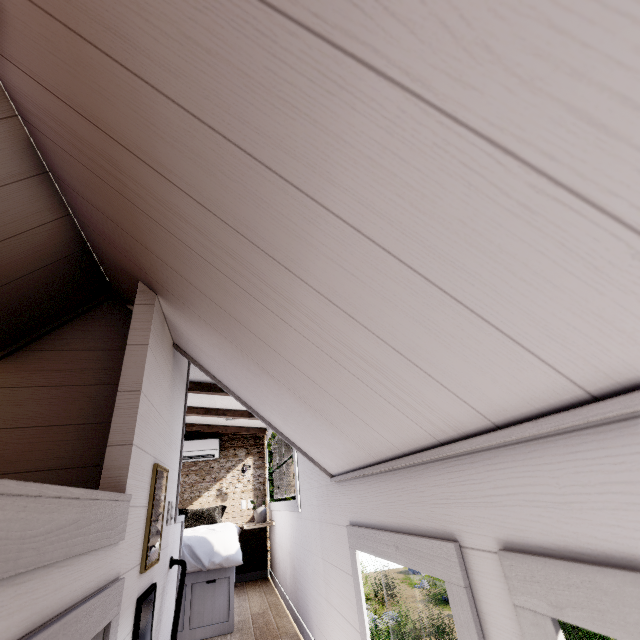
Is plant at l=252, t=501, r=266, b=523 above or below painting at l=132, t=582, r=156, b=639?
above

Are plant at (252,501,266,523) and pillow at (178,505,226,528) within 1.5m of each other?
yes

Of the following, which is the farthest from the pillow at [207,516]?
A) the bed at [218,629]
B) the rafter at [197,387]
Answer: the rafter at [197,387]

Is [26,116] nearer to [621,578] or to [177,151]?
[177,151]

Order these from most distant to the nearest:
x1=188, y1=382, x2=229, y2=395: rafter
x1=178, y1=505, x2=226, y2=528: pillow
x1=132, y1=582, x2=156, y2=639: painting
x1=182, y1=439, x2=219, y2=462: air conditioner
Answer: x1=182, y1=439, x2=219, y2=462: air conditioner
x1=178, y1=505, x2=226, y2=528: pillow
x1=188, y1=382, x2=229, y2=395: rafter
x1=132, y1=582, x2=156, y2=639: painting

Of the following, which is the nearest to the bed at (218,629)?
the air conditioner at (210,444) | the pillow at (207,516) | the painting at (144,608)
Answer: the pillow at (207,516)

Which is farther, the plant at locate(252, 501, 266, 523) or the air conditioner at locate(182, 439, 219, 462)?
the air conditioner at locate(182, 439, 219, 462)

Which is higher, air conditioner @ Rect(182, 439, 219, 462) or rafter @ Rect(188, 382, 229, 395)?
rafter @ Rect(188, 382, 229, 395)
